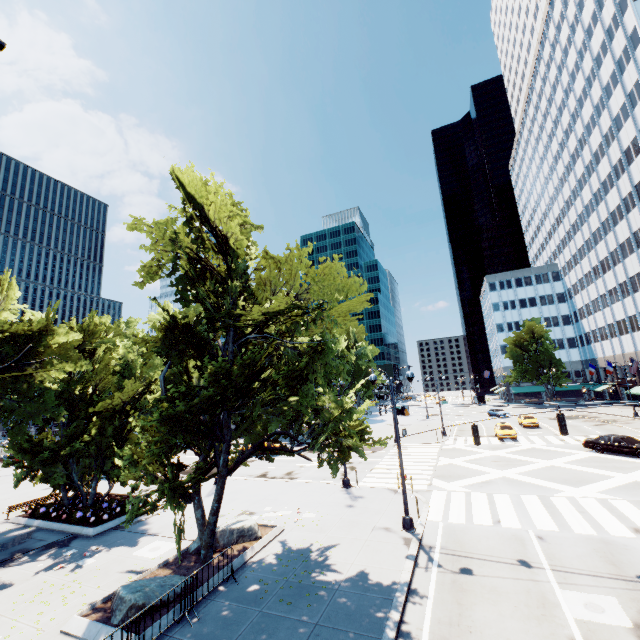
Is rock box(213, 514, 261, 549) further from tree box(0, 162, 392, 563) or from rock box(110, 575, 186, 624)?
rock box(110, 575, 186, 624)

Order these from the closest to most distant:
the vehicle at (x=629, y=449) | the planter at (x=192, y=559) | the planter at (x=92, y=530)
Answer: the planter at (x=192, y=559) → the planter at (x=92, y=530) → the vehicle at (x=629, y=449)

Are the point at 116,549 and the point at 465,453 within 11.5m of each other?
no

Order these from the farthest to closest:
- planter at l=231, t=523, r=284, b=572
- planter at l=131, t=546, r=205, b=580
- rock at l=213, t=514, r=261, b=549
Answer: rock at l=213, t=514, r=261, b=549 → planter at l=231, t=523, r=284, b=572 → planter at l=131, t=546, r=205, b=580

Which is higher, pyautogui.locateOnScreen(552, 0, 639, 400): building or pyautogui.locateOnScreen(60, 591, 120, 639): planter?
pyautogui.locateOnScreen(552, 0, 639, 400): building

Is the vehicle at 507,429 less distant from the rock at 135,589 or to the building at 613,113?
the building at 613,113

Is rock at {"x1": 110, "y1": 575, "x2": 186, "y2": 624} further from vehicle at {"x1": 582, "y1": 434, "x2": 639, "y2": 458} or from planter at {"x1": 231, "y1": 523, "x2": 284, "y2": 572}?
vehicle at {"x1": 582, "y1": 434, "x2": 639, "y2": 458}

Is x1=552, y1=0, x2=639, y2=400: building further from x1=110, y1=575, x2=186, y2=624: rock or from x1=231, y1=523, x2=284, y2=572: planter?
x1=110, y1=575, x2=186, y2=624: rock
